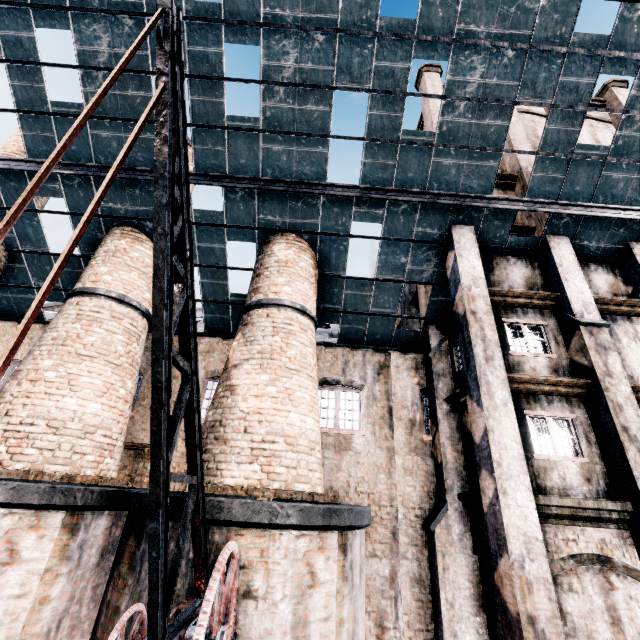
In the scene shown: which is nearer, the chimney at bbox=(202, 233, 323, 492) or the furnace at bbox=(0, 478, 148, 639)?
the furnace at bbox=(0, 478, 148, 639)

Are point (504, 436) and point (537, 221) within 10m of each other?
yes

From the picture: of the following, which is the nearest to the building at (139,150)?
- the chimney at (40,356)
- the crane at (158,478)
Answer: the chimney at (40,356)

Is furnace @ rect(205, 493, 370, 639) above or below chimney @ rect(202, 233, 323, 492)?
below

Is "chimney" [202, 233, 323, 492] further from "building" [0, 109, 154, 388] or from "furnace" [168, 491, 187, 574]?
"furnace" [168, 491, 187, 574]

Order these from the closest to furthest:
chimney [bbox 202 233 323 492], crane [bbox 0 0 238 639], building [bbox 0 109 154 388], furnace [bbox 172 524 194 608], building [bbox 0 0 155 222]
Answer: crane [bbox 0 0 238 639] → furnace [bbox 172 524 194 608] → chimney [bbox 202 233 323 492] → building [bbox 0 0 155 222] → building [bbox 0 109 154 388]

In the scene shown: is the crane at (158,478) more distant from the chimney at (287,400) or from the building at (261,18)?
the building at (261,18)

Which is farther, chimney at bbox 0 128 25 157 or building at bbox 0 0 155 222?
chimney at bbox 0 128 25 157
